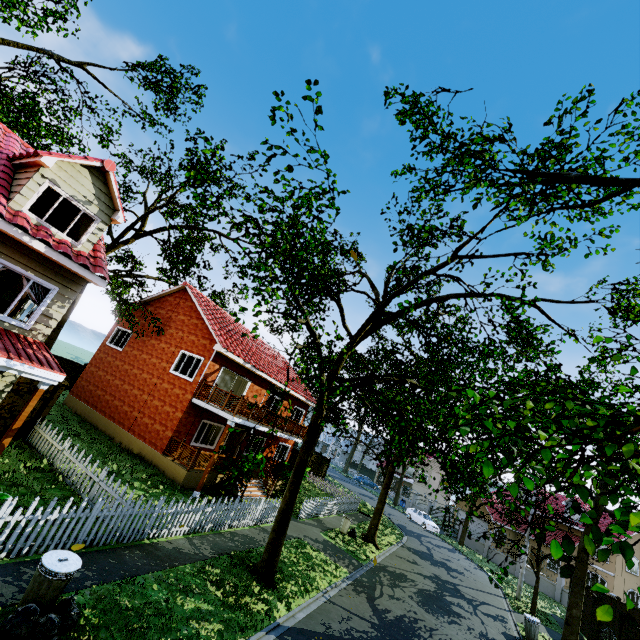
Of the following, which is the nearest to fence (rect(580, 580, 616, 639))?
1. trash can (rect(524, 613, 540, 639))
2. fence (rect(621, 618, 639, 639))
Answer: fence (rect(621, 618, 639, 639))

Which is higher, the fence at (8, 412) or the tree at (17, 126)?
the tree at (17, 126)

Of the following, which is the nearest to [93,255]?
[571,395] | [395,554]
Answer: [571,395]

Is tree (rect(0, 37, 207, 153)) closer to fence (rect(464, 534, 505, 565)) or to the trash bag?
fence (rect(464, 534, 505, 565))

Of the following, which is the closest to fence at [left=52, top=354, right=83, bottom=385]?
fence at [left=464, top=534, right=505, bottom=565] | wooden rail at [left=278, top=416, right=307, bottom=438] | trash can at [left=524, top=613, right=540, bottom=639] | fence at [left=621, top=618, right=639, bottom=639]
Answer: wooden rail at [left=278, top=416, right=307, bottom=438]

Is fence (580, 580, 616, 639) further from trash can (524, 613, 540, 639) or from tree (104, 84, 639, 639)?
trash can (524, 613, 540, 639)

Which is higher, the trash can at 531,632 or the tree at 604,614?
the tree at 604,614

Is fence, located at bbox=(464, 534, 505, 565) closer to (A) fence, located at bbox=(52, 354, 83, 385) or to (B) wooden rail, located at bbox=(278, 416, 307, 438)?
(A) fence, located at bbox=(52, 354, 83, 385)
